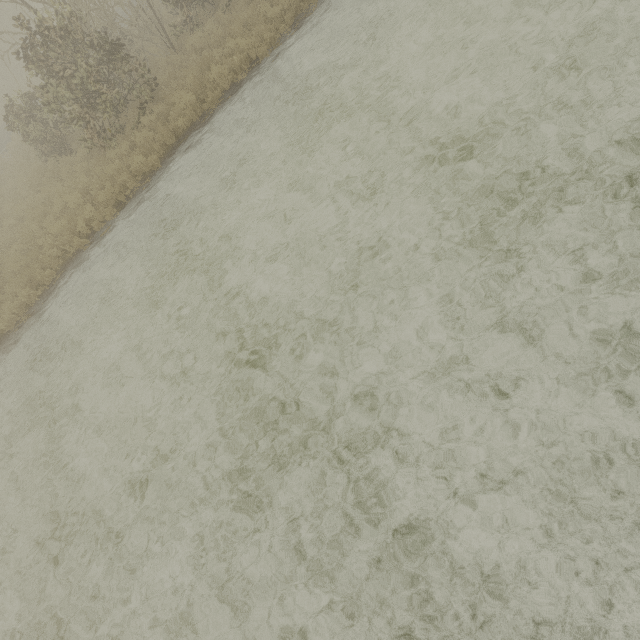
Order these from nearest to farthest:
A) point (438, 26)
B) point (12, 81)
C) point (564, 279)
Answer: point (564, 279)
point (438, 26)
point (12, 81)

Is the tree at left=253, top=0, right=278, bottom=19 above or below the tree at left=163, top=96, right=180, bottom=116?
above

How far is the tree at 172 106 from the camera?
10.6m

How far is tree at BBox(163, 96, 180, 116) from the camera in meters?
10.6 m

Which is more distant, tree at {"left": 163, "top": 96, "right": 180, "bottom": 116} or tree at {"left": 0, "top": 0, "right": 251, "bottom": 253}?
tree at {"left": 163, "top": 96, "right": 180, "bottom": 116}

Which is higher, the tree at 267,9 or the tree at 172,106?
the tree at 267,9
